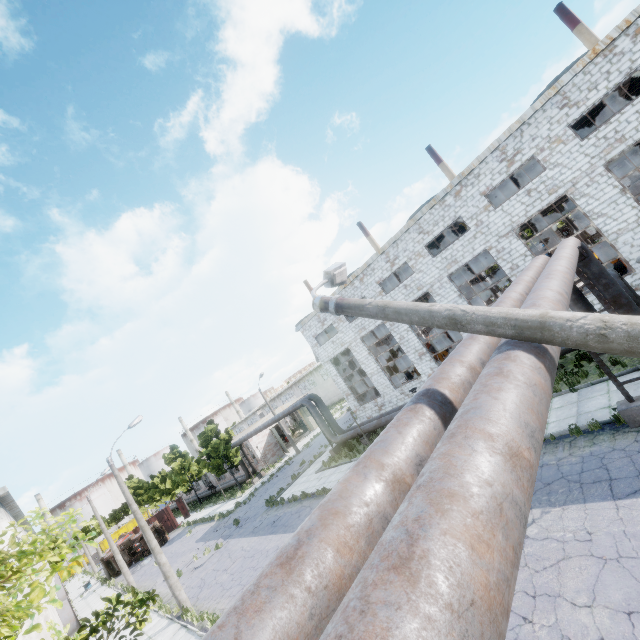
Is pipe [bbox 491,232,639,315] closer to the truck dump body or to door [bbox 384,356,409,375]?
door [bbox 384,356,409,375]

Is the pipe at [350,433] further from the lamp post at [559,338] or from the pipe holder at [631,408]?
the lamp post at [559,338]

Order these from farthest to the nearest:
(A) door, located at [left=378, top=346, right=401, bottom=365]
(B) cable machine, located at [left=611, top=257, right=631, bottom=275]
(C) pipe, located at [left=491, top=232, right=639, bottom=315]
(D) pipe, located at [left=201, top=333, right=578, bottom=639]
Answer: (A) door, located at [left=378, top=346, right=401, bottom=365]
(B) cable machine, located at [left=611, top=257, right=631, bottom=275]
(C) pipe, located at [left=491, top=232, right=639, bottom=315]
(D) pipe, located at [left=201, top=333, right=578, bottom=639]

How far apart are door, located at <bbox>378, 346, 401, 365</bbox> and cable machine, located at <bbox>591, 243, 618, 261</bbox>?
19.71m

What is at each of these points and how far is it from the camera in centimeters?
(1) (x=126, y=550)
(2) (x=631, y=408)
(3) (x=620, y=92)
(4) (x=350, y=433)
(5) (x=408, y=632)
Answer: (1) truck, 3838cm
(2) pipe holder, 901cm
(3) column beam, 2158cm
(4) pipe, 2491cm
(5) pipe, 109cm

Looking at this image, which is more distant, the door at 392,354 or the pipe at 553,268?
the door at 392,354

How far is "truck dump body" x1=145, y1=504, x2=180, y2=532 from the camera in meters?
43.6
